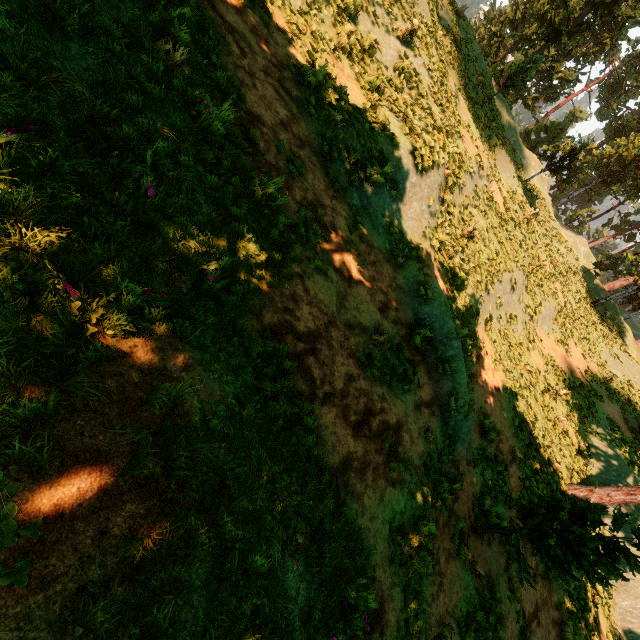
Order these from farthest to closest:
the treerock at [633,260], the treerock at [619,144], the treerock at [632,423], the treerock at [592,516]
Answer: the treerock at [633,260] < the treerock at [619,144] < the treerock at [632,423] < the treerock at [592,516]

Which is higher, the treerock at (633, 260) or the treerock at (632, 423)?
the treerock at (633, 260)

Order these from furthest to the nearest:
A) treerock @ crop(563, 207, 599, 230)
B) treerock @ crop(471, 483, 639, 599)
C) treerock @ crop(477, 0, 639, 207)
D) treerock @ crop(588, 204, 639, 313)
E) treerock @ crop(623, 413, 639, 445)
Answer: treerock @ crop(563, 207, 599, 230) < treerock @ crop(588, 204, 639, 313) < treerock @ crop(477, 0, 639, 207) < treerock @ crop(623, 413, 639, 445) < treerock @ crop(471, 483, 639, 599)

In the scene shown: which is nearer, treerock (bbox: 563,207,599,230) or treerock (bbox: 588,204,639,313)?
treerock (bbox: 588,204,639,313)

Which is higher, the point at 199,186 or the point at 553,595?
the point at 199,186
